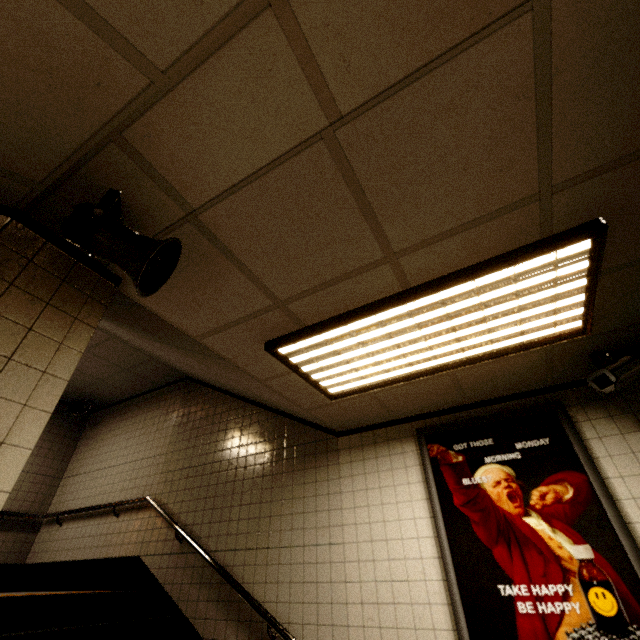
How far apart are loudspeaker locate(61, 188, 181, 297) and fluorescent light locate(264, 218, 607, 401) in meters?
0.9

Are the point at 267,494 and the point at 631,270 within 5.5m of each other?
yes

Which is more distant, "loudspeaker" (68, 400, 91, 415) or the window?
"loudspeaker" (68, 400, 91, 415)

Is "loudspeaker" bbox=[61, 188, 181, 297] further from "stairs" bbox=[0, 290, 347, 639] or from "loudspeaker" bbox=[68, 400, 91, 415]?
"loudspeaker" bbox=[68, 400, 91, 415]

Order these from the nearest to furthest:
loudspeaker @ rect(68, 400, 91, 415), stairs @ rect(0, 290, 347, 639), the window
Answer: the window < stairs @ rect(0, 290, 347, 639) < loudspeaker @ rect(68, 400, 91, 415)

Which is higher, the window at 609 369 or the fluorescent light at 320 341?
the fluorescent light at 320 341

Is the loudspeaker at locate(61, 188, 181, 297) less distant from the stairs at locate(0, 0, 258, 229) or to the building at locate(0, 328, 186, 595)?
the stairs at locate(0, 0, 258, 229)

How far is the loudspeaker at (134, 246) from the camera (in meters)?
1.26
